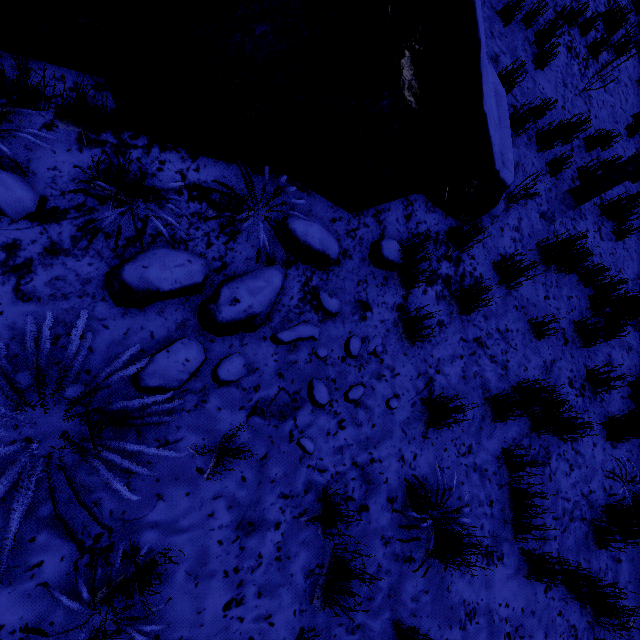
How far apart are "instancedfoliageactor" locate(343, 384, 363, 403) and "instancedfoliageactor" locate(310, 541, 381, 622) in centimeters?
63cm

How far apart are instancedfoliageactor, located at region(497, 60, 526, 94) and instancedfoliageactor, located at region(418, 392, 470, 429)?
4.0m

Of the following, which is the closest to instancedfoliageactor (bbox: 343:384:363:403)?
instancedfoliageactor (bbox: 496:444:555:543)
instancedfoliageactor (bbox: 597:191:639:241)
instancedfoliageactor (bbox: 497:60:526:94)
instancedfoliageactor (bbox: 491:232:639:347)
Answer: instancedfoliageactor (bbox: 496:444:555:543)

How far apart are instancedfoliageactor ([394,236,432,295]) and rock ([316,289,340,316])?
0.6m

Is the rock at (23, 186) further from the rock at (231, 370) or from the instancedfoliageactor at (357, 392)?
the instancedfoliageactor at (357, 392)

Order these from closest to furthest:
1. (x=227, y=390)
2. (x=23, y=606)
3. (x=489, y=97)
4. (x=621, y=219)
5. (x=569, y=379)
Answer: (x=23, y=606)
(x=227, y=390)
(x=489, y=97)
(x=569, y=379)
(x=621, y=219)

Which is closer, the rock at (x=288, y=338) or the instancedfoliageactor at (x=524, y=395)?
the rock at (x=288, y=338)

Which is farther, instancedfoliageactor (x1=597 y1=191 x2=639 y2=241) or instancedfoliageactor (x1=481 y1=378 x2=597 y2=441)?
instancedfoliageactor (x1=597 y1=191 x2=639 y2=241)
